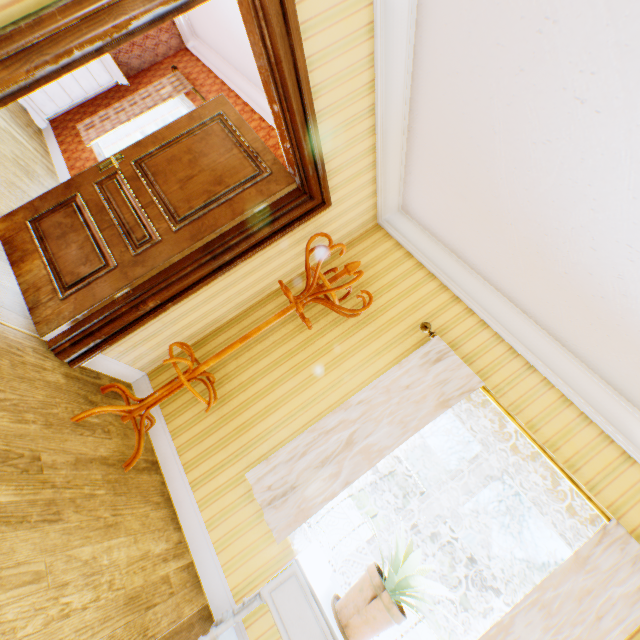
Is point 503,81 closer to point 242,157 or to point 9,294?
point 242,157

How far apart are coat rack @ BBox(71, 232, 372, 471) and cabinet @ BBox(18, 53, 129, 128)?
5.14m

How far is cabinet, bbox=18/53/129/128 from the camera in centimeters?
489cm

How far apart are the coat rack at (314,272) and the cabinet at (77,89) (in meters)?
5.14

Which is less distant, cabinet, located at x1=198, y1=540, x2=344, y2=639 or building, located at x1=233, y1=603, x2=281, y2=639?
cabinet, located at x1=198, y1=540, x2=344, y2=639

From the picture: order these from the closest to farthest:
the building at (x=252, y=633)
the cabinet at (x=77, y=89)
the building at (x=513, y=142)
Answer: the building at (x=513, y=142) → the building at (x=252, y=633) → the cabinet at (x=77, y=89)

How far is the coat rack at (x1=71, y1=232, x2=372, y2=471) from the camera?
2.3 meters

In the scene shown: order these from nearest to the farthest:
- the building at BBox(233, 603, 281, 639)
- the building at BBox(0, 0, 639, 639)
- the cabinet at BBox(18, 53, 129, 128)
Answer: A: the building at BBox(0, 0, 639, 639), the building at BBox(233, 603, 281, 639), the cabinet at BBox(18, 53, 129, 128)
